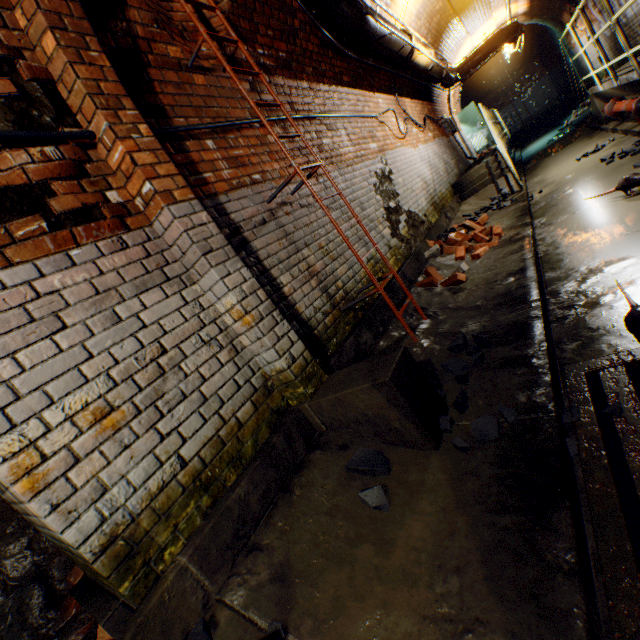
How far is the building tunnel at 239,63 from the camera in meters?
3.2

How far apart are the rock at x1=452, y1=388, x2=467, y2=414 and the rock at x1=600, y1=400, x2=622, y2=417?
0.82m

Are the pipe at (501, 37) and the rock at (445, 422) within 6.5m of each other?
no

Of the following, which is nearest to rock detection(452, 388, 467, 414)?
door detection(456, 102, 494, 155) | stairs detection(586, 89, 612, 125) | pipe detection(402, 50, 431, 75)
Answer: pipe detection(402, 50, 431, 75)

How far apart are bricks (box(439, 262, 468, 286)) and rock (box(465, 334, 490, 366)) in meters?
1.2

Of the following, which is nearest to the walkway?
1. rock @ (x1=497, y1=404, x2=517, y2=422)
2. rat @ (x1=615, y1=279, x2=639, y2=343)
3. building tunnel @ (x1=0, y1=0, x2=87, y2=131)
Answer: building tunnel @ (x1=0, y1=0, x2=87, y2=131)

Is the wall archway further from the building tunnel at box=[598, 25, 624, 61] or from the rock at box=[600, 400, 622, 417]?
the rock at box=[600, 400, 622, 417]

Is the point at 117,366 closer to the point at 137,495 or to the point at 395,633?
the point at 137,495
